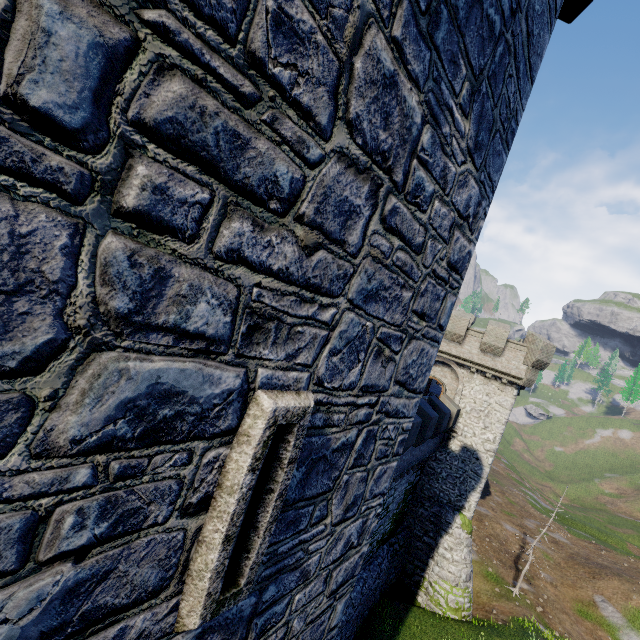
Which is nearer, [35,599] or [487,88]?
[35,599]

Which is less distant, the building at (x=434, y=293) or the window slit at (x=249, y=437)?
the building at (x=434, y=293)

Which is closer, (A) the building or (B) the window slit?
(A) the building

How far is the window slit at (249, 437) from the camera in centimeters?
244cm

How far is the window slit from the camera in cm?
244
